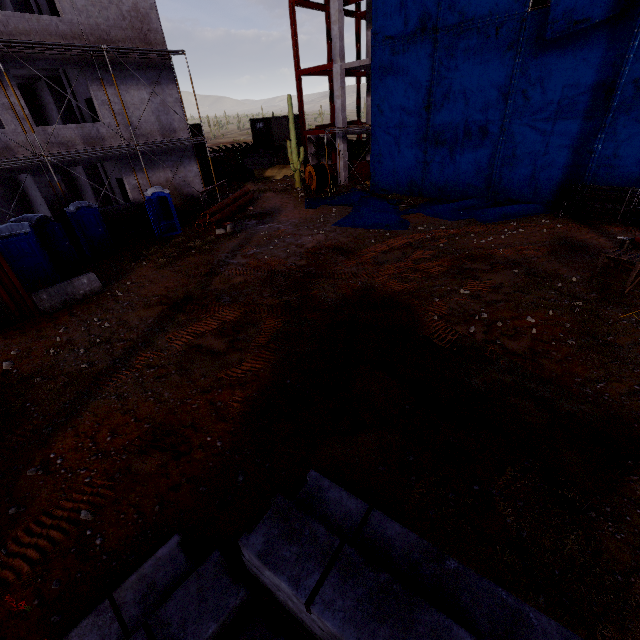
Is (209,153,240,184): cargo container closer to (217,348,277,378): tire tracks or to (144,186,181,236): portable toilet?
(144,186,181,236): portable toilet

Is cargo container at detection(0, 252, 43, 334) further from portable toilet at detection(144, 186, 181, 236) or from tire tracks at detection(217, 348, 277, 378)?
portable toilet at detection(144, 186, 181, 236)

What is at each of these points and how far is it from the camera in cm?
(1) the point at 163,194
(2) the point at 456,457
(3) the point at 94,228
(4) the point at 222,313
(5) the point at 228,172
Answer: (1) portable toilet, 1675
(2) tire tracks, 542
(3) portable toilet door, 1523
(4) tire tracks, 1007
(5) cargo container, 2975

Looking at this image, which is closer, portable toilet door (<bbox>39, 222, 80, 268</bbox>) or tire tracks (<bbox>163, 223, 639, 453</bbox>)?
tire tracks (<bbox>163, 223, 639, 453</bbox>)

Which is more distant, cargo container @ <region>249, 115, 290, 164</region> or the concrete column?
cargo container @ <region>249, 115, 290, 164</region>

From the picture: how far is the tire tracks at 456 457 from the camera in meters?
5.3 m

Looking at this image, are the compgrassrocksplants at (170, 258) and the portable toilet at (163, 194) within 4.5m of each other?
yes

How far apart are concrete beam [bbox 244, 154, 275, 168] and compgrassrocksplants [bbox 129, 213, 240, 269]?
21.91m
